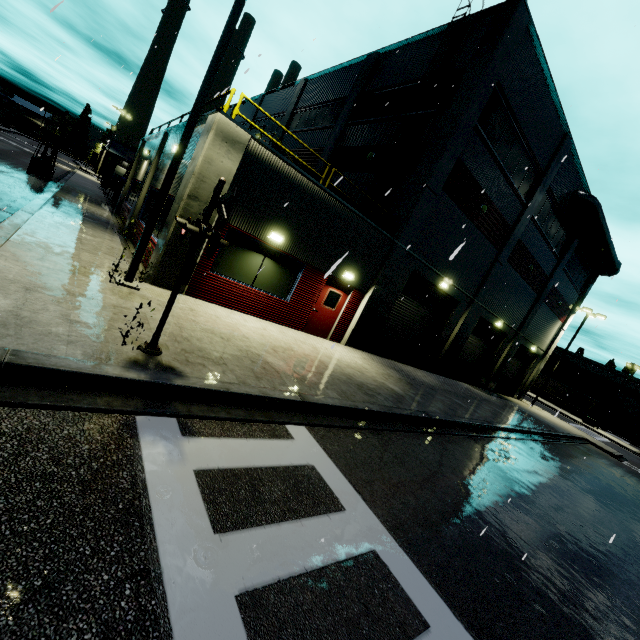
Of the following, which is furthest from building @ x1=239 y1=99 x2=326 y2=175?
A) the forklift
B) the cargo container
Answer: the forklift

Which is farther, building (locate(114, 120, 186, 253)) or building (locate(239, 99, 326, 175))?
building (locate(239, 99, 326, 175))

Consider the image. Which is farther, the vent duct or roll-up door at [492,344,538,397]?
roll-up door at [492,344,538,397]

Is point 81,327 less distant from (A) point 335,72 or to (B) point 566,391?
(A) point 335,72

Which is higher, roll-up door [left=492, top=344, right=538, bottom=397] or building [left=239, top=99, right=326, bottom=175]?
building [left=239, top=99, right=326, bottom=175]

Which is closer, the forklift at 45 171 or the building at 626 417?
the forklift at 45 171

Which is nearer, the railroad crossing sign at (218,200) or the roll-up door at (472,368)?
the railroad crossing sign at (218,200)

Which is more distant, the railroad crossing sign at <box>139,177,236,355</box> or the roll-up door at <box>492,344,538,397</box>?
the roll-up door at <box>492,344,538,397</box>
